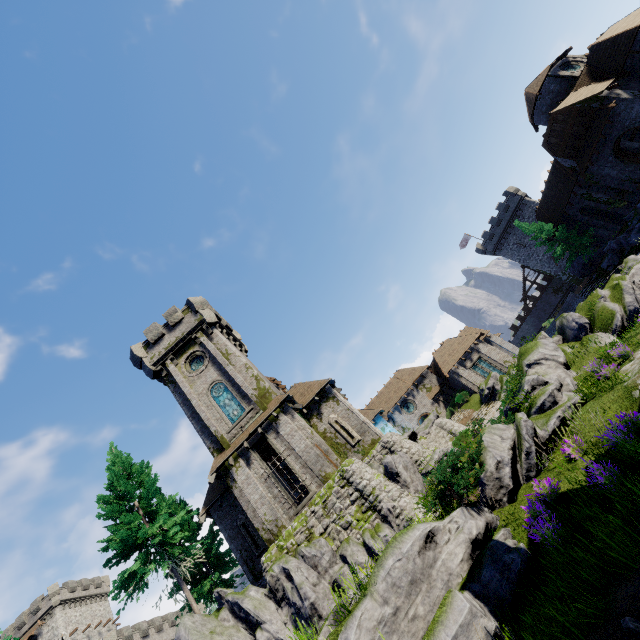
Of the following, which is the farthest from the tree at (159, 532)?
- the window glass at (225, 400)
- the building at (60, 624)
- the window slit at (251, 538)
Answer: the building at (60, 624)

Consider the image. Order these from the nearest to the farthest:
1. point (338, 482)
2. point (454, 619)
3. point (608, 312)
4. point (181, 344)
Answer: point (454, 619) → point (338, 482) → point (608, 312) → point (181, 344)

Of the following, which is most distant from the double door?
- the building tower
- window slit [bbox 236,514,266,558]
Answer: the building tower

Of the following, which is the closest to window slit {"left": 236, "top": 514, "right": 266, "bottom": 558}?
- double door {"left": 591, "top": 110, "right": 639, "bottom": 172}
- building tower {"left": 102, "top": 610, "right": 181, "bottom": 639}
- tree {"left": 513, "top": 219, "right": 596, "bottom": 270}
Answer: building tower {"left": 102, "top": 610, "right": 181, "bottom": 639}

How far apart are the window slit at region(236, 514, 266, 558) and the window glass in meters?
5.9 m

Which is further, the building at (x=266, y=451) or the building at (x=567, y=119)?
the building at (x=266, y=451)

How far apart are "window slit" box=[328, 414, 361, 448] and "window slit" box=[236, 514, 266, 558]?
8.0 meters

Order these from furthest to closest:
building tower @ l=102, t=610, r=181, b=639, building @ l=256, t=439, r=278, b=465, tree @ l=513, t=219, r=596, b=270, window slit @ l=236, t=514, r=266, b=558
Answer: building tower @ l=102, t=610, r=181, b=639
tree @ l=513, t=219, r=596, b=270
building @ l=256, t=439, r=278, b=465
window slit @ l=236, t=514, r=266, b=558
